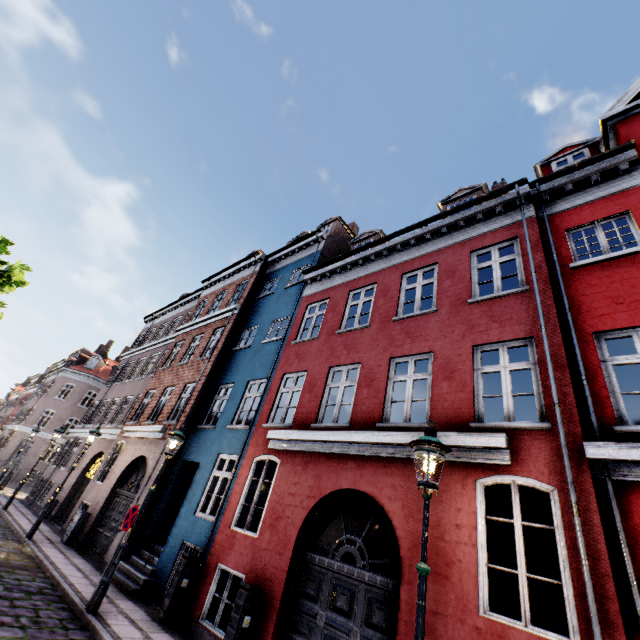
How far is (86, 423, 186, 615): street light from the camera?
6.6m

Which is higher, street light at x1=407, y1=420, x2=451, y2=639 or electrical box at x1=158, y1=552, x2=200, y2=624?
street light at x1=407, y1=420, x2=451, y2=639

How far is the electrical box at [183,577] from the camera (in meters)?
7.32

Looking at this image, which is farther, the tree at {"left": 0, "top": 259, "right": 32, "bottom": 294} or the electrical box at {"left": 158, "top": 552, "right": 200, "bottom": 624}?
the tree at {"left": 0, "top": 259, "right": 32, "bottom": 294}

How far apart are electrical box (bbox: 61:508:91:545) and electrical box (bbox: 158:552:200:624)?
7.19m

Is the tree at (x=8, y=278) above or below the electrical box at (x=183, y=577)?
above

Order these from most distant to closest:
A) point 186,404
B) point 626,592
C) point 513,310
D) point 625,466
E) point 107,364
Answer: point 107,364
point 186,404
point 513,310
point 625,466
point 626,592

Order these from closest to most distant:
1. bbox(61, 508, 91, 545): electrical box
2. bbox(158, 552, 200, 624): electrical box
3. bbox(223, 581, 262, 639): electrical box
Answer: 1. bbox(223, 581, 262, 639): electrical box
2. bbox(158, 552, 200, 624): electrical box
3. bbox(61, 508, 91, 545): electrical box
